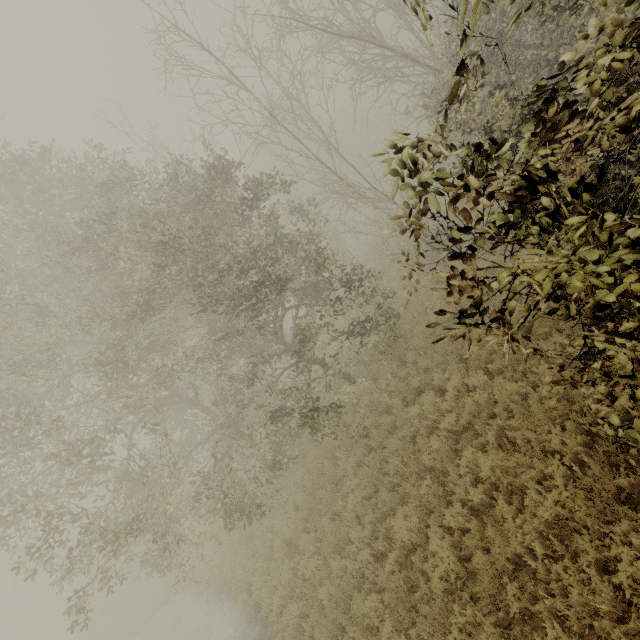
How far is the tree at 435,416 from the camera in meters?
8.2 m

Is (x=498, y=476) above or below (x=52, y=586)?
below

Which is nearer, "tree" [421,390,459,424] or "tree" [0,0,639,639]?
"tree" [0,0,639,639]

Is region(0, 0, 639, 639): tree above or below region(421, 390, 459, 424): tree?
above

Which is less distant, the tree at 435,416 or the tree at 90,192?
the tree at 90,192

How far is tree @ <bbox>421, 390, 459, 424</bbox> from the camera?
8.20m
